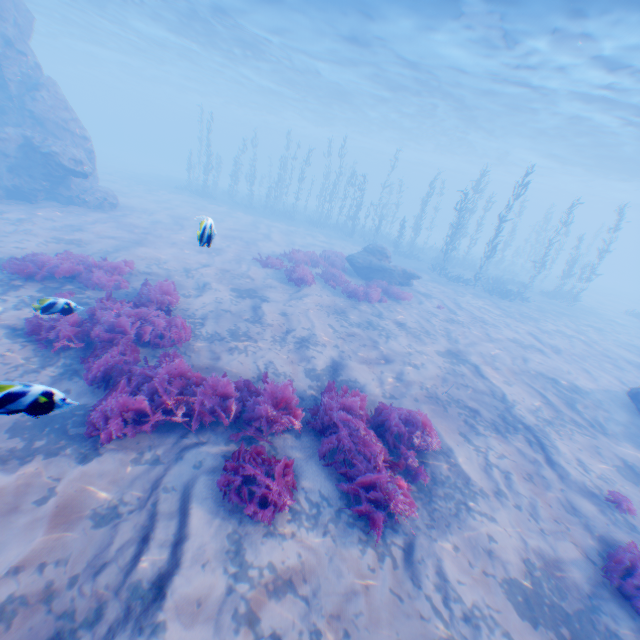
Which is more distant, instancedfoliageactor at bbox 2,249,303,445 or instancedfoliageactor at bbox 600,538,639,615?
instancedfoliageactor at bbox 2,249,303,445

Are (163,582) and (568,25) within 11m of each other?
no

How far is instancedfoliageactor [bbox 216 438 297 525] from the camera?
4.4m

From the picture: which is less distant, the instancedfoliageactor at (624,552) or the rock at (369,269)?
the instancedfoliageactor at (624,552)

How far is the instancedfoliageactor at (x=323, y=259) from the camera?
14.1m

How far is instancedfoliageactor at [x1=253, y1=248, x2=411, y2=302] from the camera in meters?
14.1 m

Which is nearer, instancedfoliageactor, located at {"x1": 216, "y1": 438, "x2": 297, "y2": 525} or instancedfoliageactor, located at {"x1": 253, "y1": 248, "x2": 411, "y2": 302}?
instancedfoliageactor, located at {"x1": 216, "y1": 438, "x2": 297, "y2": 525}
